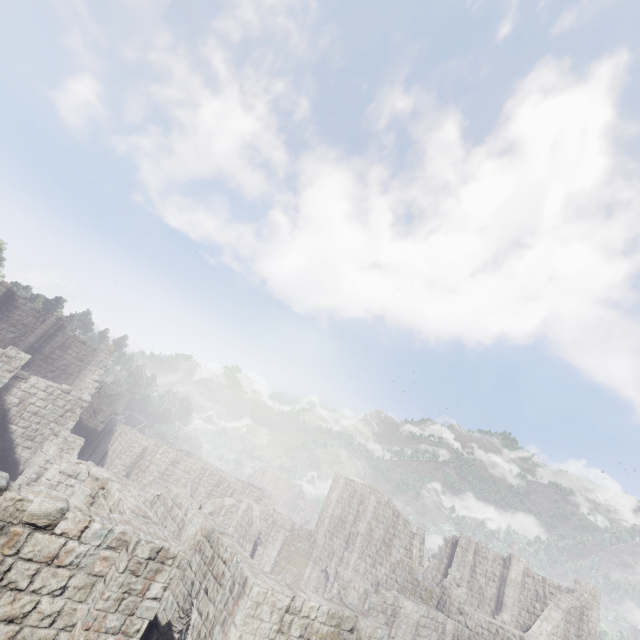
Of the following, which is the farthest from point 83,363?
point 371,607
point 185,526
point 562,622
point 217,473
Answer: point 562,622
